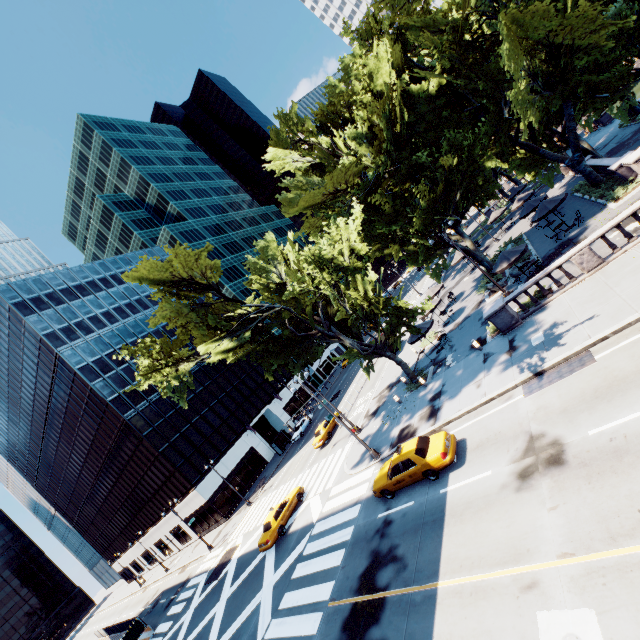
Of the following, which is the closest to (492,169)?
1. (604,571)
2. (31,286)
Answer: (604,571)

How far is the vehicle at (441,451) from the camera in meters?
14.2

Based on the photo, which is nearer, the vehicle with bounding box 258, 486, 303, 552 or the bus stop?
the vehicle with bounding box 258, 486, 303, 552

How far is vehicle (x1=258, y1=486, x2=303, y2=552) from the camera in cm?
2319

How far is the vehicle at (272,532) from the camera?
23.2 meters

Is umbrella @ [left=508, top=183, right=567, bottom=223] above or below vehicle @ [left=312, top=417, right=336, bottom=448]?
above

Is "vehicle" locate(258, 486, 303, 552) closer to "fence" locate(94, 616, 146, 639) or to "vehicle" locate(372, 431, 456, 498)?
"vehicle" locate(372, 431, 456, 498)

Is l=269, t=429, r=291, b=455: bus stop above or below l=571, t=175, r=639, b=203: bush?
above
